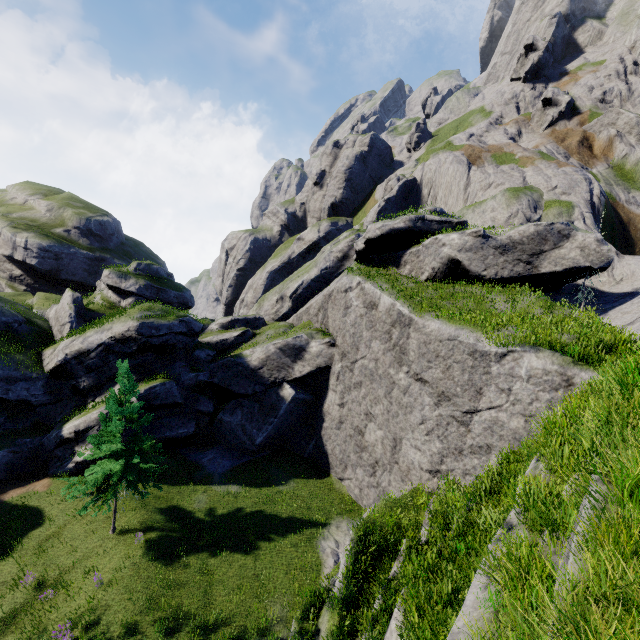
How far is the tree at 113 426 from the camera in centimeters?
1775cm

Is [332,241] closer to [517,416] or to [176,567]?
[517,416]

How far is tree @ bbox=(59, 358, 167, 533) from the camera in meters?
17.8 m
